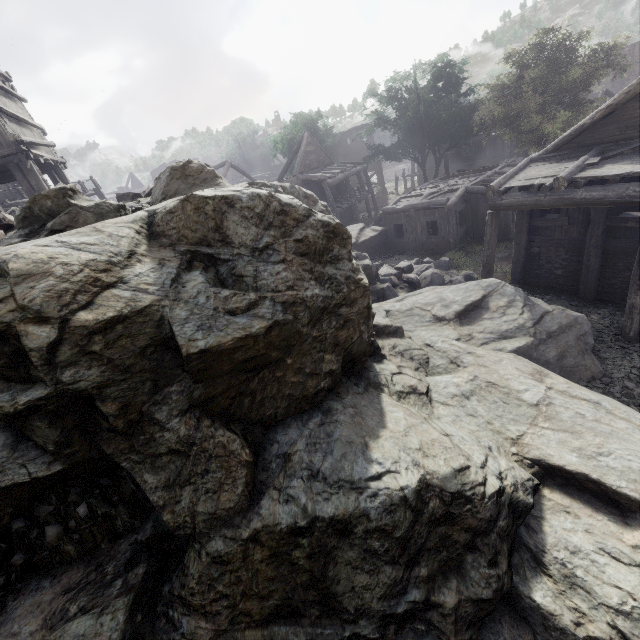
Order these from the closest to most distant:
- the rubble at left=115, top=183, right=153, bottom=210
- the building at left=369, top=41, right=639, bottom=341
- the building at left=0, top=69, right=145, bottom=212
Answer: the rubble at left=115, top=183, right=153, bottom=210 → the building at left=369, top=41, right=639, bottom=341 → the building at left=0, top=69, right=145, bottom=212

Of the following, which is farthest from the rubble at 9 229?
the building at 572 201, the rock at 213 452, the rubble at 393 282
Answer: the rubble at 393 282

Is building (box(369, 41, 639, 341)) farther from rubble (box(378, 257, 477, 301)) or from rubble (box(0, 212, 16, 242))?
rubble (box(0, 212, 16, 242))

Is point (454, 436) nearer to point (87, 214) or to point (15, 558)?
point (15, 558)

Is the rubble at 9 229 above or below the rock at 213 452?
above

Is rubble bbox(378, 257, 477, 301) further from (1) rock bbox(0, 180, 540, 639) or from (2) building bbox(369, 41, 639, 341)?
(2) building bbox(369, 41, 639, 341)

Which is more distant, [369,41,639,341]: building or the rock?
[369,41,639,341]: building

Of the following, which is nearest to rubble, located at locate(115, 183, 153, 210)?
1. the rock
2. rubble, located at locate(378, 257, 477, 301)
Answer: the rock
